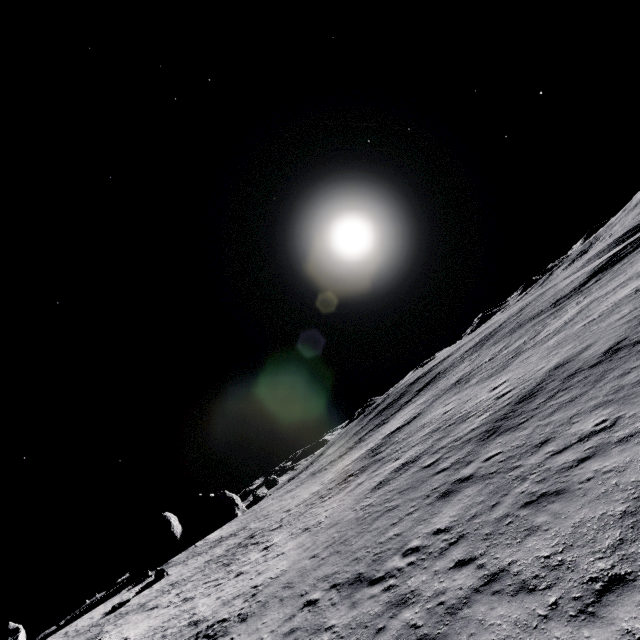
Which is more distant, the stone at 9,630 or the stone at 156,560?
the stone at 156,560

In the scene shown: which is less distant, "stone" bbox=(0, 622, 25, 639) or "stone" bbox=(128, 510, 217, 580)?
"stone" bbox=(0, 622, 25, 639)

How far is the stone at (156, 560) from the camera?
49.7m

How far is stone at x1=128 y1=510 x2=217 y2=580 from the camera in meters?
49.7

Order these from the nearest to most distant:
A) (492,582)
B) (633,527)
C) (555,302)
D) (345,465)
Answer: (633,527) < (492,582) < (555,302) < (345,465)
